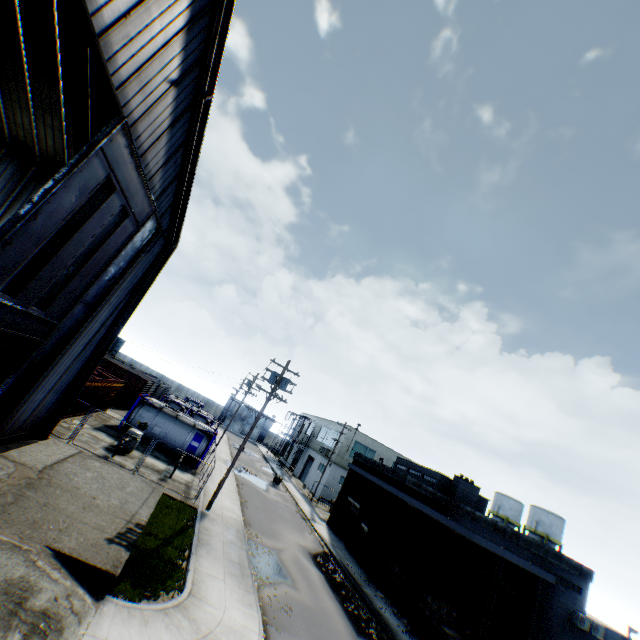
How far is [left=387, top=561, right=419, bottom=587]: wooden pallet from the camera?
20.7m

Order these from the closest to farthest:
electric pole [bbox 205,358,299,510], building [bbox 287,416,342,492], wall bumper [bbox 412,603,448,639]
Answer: wall bumper [bbox 412,603,448,639]
electric pole [bbox 205,358,299,510]
building [bbox 287,416,342,492]

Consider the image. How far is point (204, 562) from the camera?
13.06m

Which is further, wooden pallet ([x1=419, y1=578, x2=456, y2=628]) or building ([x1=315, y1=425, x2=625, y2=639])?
wooden pallet ([x1=419, y1=578, x2=456, y2=628])

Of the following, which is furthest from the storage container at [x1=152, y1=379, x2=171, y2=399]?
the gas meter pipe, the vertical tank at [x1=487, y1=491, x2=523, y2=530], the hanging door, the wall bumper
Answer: the vertical tank at [x1=487, y1=491, x2=523, y2=530]

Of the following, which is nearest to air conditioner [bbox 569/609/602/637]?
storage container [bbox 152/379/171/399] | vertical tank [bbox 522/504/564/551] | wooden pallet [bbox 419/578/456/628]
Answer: wooden pallet [bbox 419/578/456/628]

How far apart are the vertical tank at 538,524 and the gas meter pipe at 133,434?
49.7m

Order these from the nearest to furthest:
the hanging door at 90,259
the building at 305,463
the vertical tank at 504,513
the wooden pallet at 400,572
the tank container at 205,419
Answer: the hanging door at 90,259 → the wooden pallet at 400,572 → the tank container at 205,419 → the building at 305,463 → the vertical tank at 504,513
